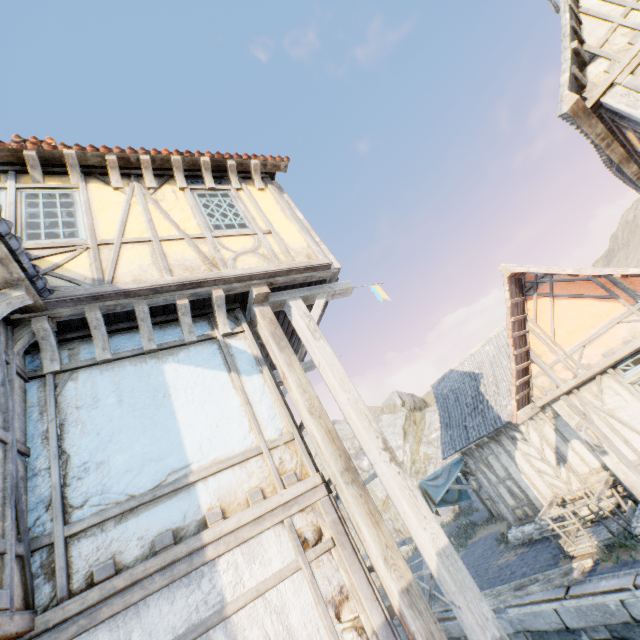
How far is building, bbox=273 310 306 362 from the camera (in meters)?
6.08

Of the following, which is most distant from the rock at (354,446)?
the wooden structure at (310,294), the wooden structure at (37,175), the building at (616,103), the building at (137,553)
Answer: the wooden structure at (37,175)

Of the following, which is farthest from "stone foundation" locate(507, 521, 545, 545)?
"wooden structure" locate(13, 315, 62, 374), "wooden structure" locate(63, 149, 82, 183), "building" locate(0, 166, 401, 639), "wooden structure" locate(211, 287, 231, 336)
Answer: "wooden structure" locate(63, 149, 82, 183)

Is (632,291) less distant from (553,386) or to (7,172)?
(553,386)

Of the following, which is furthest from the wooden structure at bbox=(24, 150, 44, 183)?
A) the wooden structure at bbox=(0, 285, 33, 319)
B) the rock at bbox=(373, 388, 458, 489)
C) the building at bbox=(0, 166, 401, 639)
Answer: the rock at bbox=(373, 388, 458, 489)

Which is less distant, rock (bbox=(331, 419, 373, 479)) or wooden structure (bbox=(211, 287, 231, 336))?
wooden structure (bbox=(211, 287, 231, 336))

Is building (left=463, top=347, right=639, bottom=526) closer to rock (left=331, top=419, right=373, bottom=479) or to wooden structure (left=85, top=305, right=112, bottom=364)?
rock (left=331, top=419, right=373, bottom=479)

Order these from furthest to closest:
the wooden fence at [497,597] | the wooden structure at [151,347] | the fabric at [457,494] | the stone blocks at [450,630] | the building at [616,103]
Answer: the fabric at [457,494]
the stone blocks at [450,630]
the wooden fence at [497,597]
the building at [616,103]
the wooden structure at [151,347]
